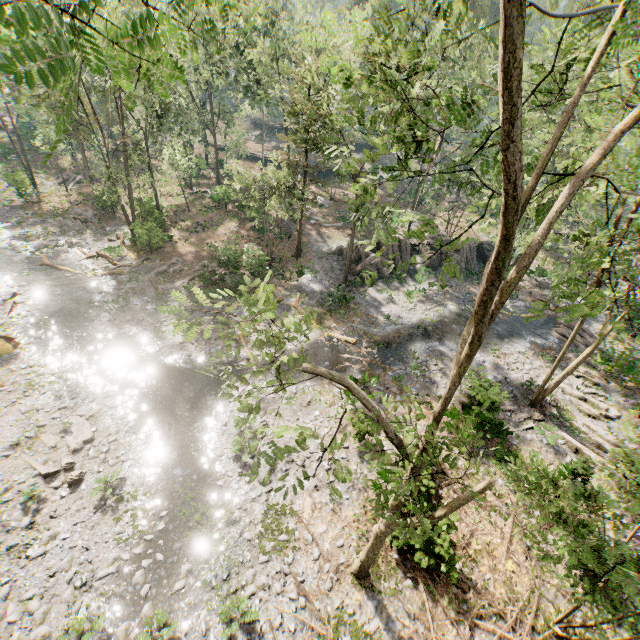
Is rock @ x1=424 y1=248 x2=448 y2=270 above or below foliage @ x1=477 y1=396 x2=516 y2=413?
above

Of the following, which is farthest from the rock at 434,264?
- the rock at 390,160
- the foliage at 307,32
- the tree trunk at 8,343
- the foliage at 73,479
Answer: the tree trunk at 8,343

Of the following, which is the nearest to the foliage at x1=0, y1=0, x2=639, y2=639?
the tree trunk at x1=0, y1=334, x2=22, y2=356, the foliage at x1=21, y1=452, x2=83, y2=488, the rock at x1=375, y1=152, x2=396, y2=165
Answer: the rock at x1=375, y1=152, x2=396, y2=165

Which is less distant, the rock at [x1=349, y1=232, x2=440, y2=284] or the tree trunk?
the tree trunk

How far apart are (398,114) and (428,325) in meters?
21.0 m

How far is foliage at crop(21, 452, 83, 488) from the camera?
13.2m

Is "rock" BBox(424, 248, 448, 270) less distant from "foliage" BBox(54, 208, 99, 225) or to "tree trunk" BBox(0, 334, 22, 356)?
"foliage" BBox(54, 208, 99, 225)

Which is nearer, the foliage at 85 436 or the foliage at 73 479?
the foliage at 73 479
